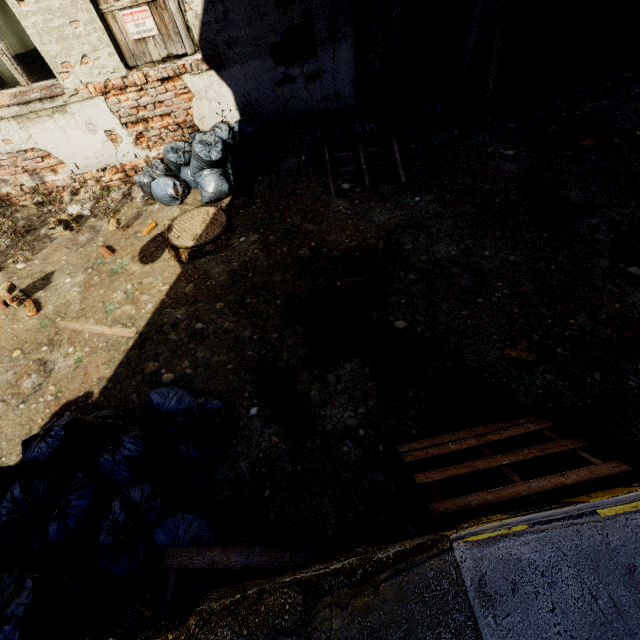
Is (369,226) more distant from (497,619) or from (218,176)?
(497,619)

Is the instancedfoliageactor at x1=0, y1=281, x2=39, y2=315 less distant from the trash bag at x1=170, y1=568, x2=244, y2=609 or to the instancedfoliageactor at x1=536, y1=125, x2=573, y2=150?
the trash bag at x1=170, y1=568, x2=244, y2=609

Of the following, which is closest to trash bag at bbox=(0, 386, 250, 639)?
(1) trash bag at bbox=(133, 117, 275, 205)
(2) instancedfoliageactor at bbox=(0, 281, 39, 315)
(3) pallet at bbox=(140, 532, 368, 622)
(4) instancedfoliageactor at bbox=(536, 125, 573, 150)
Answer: (3) pallet at bbox=(140, 532, 368, 622)

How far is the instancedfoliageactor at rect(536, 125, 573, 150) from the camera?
4.55m

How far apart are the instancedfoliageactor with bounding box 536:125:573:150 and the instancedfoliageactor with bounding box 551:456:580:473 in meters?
4.3 m

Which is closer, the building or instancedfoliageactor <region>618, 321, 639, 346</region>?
the building

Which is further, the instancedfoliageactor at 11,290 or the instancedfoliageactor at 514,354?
the instancedfoliageactor at 11,290

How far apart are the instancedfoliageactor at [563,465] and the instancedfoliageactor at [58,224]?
6.8m
